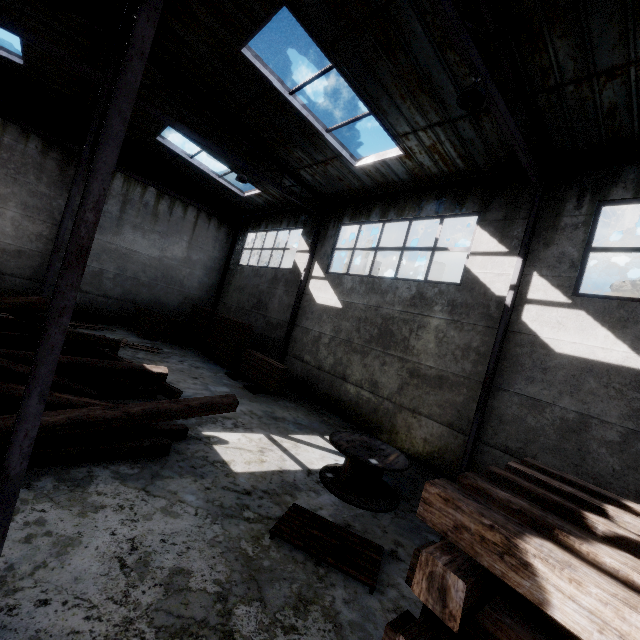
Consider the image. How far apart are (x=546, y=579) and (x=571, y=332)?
6.67m

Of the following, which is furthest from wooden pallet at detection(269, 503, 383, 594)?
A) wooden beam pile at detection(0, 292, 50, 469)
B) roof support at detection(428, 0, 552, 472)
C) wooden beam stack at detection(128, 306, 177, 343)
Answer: wooden beam stack at detection(128, 306, 177, 343)

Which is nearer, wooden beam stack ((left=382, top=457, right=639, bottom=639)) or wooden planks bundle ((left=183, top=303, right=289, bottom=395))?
wooden beam stack ((left=382, top=457, right=639, bottom=639))

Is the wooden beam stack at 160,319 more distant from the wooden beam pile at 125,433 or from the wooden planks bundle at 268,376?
the wooden beam pile at 125,433

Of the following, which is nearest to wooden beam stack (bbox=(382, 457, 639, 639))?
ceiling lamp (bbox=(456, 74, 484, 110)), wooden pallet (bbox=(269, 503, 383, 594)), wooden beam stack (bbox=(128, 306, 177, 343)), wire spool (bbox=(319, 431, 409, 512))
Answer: Answer: wooden pallet (bbox=(269, 503, 383, 594))

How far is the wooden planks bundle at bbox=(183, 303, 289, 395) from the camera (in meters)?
10.92

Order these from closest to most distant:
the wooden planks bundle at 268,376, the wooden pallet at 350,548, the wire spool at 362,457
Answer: the wooden pallet at 350,548, the wire spool at 362,457, the wooden planks bundle at 268,376

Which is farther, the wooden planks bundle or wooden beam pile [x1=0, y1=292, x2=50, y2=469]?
the wooden planks bundle
